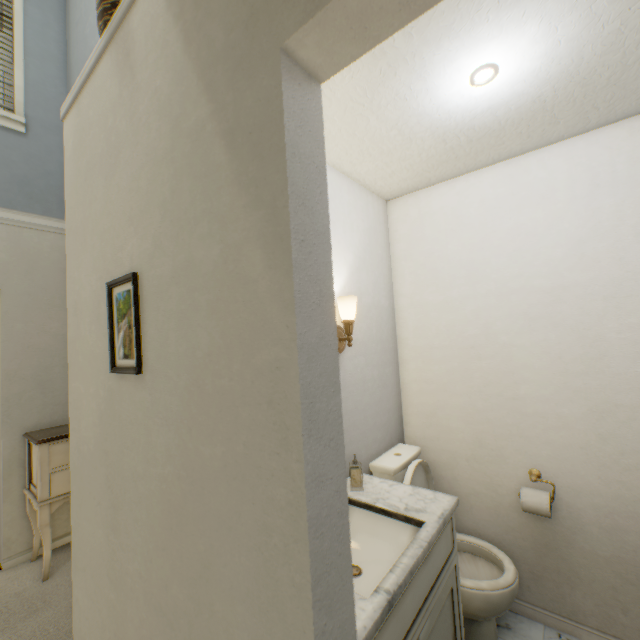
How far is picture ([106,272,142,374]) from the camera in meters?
0.9 m

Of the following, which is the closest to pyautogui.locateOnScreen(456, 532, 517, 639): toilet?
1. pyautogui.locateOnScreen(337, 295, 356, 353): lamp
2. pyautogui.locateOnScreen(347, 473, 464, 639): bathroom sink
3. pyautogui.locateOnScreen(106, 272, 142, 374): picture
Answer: pyautogui.locateOnScreen(347, 473, 464, 639): bathroom sink

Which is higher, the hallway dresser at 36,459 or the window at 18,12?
the window at 18,12

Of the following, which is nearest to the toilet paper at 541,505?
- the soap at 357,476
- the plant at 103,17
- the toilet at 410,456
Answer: the toilet at 410,456

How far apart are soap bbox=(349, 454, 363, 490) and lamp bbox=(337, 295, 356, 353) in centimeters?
52cm

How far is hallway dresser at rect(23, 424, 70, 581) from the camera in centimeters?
225cm

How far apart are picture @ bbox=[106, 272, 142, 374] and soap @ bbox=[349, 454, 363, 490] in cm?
108

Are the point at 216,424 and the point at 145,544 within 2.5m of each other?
yes
